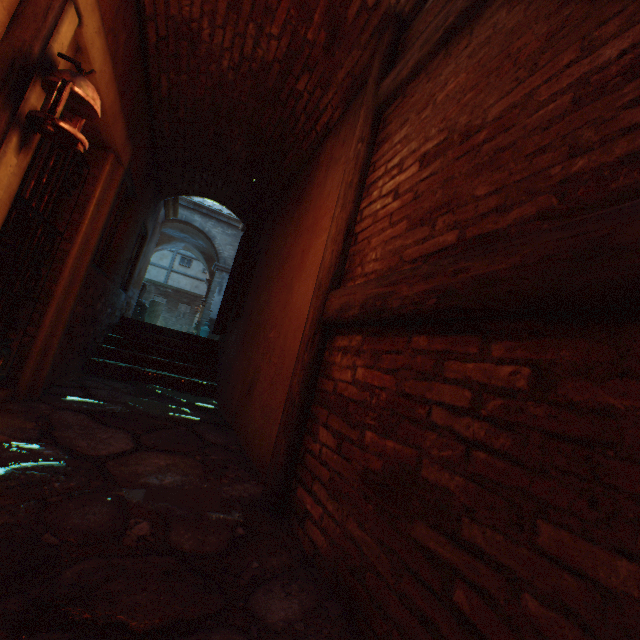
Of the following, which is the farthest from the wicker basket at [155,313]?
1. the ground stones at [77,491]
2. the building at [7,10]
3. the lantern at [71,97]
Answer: the lantern at [71,97]

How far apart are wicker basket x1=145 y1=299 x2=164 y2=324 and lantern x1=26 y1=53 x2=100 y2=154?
10.8m

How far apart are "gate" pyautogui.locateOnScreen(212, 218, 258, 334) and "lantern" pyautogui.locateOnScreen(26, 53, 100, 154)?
4.49m

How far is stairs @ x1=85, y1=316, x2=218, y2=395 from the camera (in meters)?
5.23

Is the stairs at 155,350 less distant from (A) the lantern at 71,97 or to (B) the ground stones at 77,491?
(B) the ground stones at 77,491

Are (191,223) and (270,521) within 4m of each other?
no

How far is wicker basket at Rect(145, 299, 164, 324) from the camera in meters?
11.6

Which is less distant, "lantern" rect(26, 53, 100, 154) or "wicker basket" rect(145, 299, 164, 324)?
"lantern" rect(26, 53, 100, 154)
